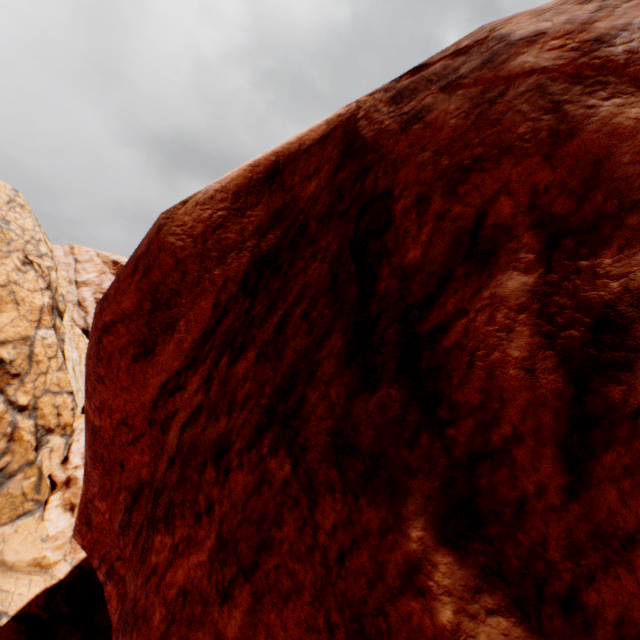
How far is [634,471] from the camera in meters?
1.2 m
